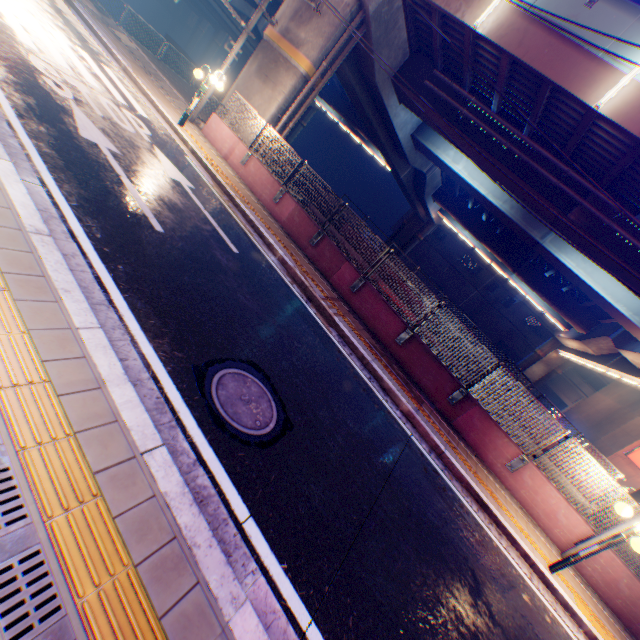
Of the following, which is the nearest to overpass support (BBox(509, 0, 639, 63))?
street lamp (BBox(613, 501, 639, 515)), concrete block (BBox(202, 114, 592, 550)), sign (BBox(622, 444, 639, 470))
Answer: concrete block (BBox(202, 114, 592, 550))

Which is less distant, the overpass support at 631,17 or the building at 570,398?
the overpass support at 631,17

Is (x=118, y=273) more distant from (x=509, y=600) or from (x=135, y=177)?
(x=509, y=600)

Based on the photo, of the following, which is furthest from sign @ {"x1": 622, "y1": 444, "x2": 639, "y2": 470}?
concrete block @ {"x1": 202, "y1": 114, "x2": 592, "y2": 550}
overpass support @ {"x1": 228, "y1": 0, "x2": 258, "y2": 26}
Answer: concrete block @ {"x1": 202, "y1": 114, "x2": 592, "y2": 550}

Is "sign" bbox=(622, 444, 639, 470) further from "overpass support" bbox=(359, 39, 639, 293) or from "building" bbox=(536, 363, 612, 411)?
"building" bbox=(536, 363, 612, 411)

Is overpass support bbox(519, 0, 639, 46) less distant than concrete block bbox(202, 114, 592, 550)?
No

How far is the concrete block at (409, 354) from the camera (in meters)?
8.52

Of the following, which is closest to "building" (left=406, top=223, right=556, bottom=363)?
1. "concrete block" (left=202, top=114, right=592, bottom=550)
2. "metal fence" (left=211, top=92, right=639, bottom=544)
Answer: "metal fence" (left=211, top=92, right=639, bottom=544)
